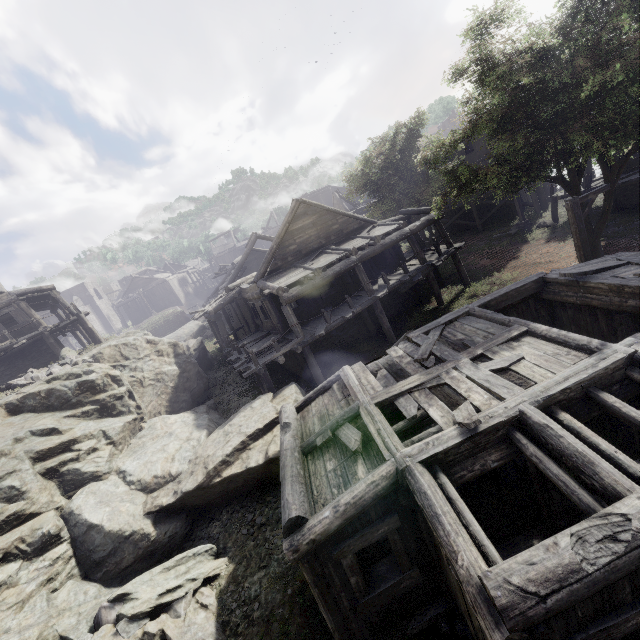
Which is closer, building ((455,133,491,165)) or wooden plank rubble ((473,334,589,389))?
wooden plank rubble ((473,334,589,389))

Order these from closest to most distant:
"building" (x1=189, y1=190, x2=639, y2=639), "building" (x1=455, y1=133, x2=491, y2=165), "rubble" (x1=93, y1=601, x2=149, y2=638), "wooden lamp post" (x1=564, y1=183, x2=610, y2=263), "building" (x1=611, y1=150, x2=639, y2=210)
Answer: "building" (x1=189, y1=190, x2=639, y2=639) → "rubble" (x1=93, y1=601, x2=149, y2=638) → "wooden lamp post" (x1=564, y1=183, x2=610, y2=263) → "building" (x1=611, y1=150, x2=639, y2=210) → "building" (x1=455, y1=133, x2=491, y2=165)

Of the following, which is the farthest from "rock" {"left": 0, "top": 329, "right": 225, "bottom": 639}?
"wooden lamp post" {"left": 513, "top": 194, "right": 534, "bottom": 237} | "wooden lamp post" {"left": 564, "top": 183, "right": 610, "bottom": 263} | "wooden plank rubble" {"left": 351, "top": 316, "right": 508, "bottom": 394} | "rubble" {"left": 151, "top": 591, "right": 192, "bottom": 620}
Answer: "wooden lamp post" {"left": 513, "top": 194, "right": 534, "bottom": 237}

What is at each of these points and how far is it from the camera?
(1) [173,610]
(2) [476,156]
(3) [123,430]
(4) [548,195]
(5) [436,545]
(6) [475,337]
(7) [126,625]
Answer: (1) rubble, 7.8 meters
(2) building, 28.2 meters
(3) rock, 13.5 meters
(4) building, 29.8 meters
(5) building, 5.4 meters
(6) wooden plank rubble, 8.3 meters
(7) rubble, 7.5 meters

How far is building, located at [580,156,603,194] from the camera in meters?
20.2 m

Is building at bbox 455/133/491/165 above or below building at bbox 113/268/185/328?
below

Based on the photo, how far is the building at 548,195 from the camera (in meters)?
23.25
